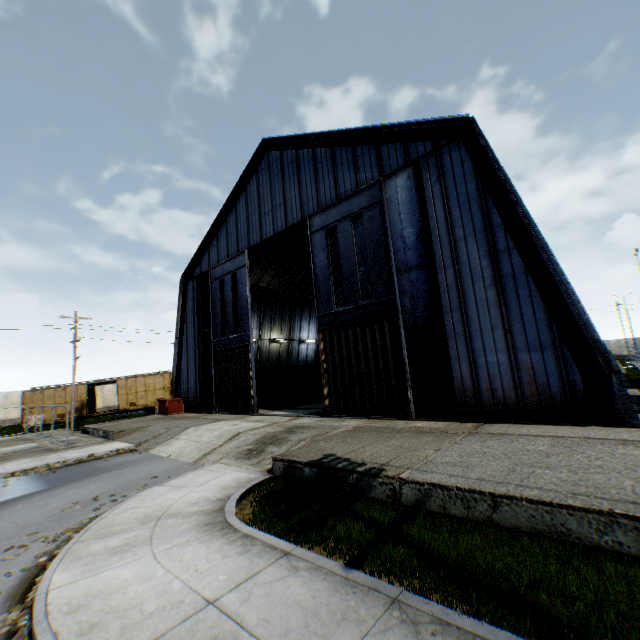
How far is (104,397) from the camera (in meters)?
39.72

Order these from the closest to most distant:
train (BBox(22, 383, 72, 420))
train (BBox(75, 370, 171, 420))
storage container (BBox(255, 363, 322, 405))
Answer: storage container (BBox(255, 363, 322, 405)), train (BBox(22, 383, 72, 420)), train (BBox(75, 370, 171, 420))

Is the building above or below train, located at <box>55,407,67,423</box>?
above

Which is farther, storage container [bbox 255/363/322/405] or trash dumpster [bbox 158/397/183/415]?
storage container [bbox 255/363/322/405]

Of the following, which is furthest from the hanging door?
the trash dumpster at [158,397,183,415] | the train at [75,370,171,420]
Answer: the train at [75,370,171,420]

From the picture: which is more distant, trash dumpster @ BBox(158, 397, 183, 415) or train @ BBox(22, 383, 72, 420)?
train @ BBox(22, 383, 72, 420)

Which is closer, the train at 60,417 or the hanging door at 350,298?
the hanging door at 350,298

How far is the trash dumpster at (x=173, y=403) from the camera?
24.0 meters
